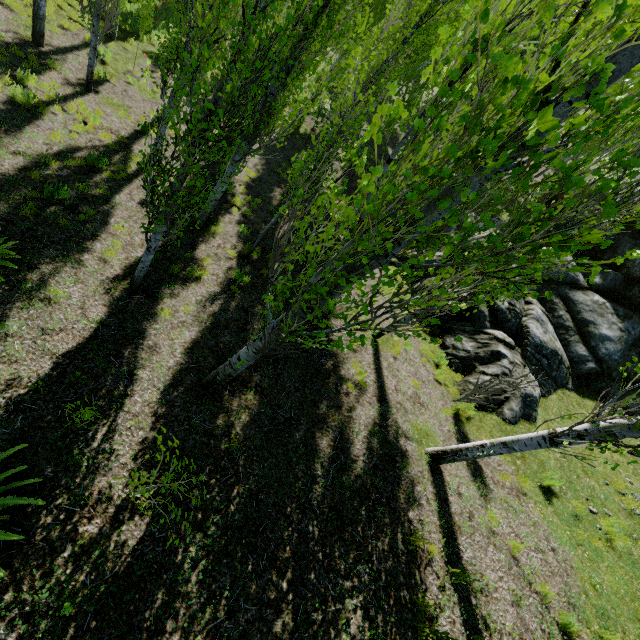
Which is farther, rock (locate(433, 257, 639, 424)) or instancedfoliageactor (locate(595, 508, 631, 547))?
rock (locate(433, 257, 639, 424))

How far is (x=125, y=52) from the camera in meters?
13.7

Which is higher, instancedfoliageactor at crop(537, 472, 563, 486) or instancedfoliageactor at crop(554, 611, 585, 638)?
instancedfoliageactor at crop(554, 611, 585, 638)

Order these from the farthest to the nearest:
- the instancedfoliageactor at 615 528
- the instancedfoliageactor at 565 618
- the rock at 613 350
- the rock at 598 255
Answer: the rock at 598 255 → the rock at 613 350 → the instancedfoliageactor at 615 528 → the instancedfoliageactor at 565 618

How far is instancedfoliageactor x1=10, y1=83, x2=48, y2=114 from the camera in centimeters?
871cm

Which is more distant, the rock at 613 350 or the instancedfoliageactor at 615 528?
the rock at 613 350

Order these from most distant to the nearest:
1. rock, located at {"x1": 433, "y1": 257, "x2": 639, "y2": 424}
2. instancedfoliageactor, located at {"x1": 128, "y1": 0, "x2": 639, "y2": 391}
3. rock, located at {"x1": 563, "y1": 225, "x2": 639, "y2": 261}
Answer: rock, located at {"x1": 563, "y1": 225, "x2": 639, "y2": 261}, rock, located at {"x1": 433, "y1": 257, "x2": 639, "y2": 424}, instancedfoliageactor, located at {"x1": 128, "y1": 0, "x2": 639, "y2": 391}
